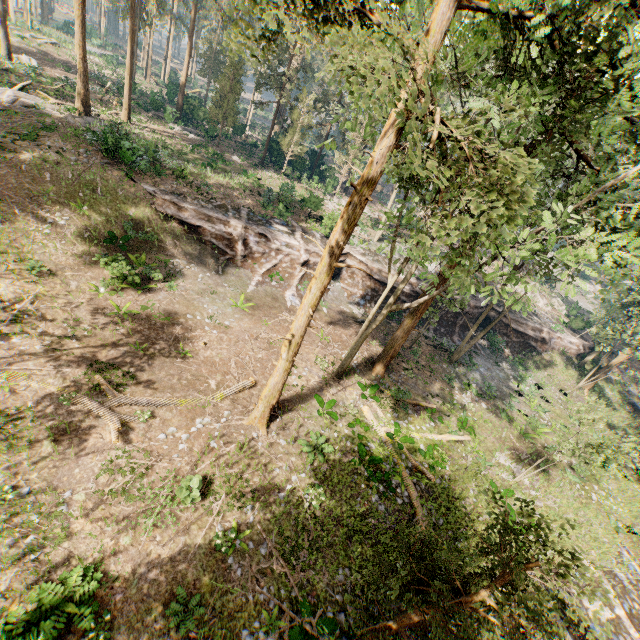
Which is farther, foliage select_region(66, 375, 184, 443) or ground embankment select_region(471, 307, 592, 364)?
ground embankment select_region(471, 307, 592, 364)

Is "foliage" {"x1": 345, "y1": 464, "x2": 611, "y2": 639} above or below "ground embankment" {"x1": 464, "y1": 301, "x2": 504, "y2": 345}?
below

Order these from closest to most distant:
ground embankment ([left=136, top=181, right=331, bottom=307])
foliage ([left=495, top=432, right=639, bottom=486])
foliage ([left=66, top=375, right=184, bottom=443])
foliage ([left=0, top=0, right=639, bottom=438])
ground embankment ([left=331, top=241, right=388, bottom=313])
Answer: foliage ([left=0, top=0, right=639, bottom=438]) < foliage ([left=66, top=375, right=184, bottom=443]) < foliage ([left=495, top=432, right=639, bottom=486]) < ground embankment ([left=136, top=181, right=331, bottom=307]) < ground embankment ([left=331, top=241, right=388, bottom=313])

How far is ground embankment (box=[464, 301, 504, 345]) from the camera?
32.6 meters

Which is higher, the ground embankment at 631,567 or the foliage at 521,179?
the foliage at 521,179

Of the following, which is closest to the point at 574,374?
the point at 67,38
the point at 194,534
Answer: the point at 194,534

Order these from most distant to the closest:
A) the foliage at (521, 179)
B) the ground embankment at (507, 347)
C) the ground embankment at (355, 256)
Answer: the ground embankment at (507, 347) < the ground embankment at (355, 256) < the foliage at (521, 179)
